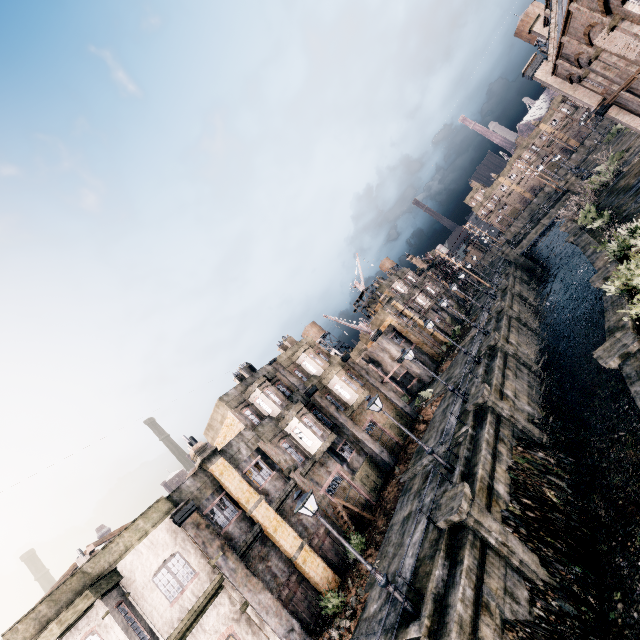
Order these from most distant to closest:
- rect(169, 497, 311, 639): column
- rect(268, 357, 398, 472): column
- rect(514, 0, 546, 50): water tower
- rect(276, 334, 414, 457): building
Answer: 1. rect(514, 0, 546, 50): water tower
2. rect(276, 334, 414, 457): building
3. rect(268, 357, 398, 472): column
4. rect(169, 497, 311, 639): column

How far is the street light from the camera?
11.73m

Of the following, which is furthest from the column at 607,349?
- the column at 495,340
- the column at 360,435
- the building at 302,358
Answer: the building at 302,358

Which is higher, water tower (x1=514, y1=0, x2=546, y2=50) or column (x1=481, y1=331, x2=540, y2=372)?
water tower (x1=514, y1=0, x2=546, y2=50)

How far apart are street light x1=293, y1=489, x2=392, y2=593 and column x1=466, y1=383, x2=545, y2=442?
11.58m

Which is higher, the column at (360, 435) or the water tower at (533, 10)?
the water tower at (533, 10)

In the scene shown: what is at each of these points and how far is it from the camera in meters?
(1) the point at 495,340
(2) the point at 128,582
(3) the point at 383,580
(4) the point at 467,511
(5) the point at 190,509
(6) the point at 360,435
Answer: (1) column, 26.9
(2) building, 14.6
(3) street light, 11.7
(4) column, 13.0
(5) column, 17.3
(6) column, 26.9

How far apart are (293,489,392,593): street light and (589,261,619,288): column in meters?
18.5
